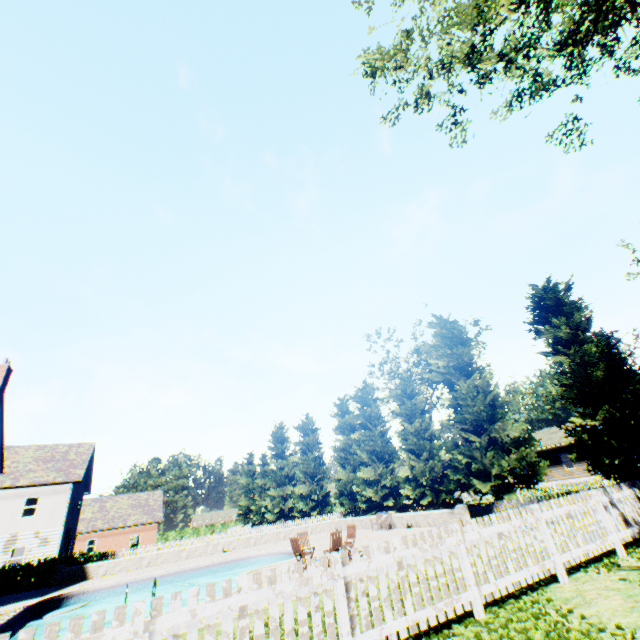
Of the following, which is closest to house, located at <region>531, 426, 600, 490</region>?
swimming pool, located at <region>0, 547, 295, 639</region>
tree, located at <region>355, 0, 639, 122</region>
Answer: tree, located at <region>355, 0, 639, 122</region>

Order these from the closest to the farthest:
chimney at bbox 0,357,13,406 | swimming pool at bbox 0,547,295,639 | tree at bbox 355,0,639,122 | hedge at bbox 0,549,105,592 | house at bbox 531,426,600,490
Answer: tree at bbox 355,0,639,122 < swimming pool at bbox 0,547,295,639 < chimney at bbox 0,357,13,406 < hedge at bbox 0,549,105,592 < house at bbox 531,426,600,490

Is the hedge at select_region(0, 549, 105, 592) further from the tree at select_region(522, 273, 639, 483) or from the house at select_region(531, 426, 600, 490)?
the house at select_region(531, 426, 600, 490)

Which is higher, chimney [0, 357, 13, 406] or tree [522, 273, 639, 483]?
chimney [0, 357, 13, 406]

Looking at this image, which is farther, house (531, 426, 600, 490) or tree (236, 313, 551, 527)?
house (531, 426, 600, 490)

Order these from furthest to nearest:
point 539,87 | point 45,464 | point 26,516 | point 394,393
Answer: point 45,464
point 394,393
point 26,516
point 539,87

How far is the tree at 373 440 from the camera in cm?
1959

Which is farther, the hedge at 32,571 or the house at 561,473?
the house at 561,473
